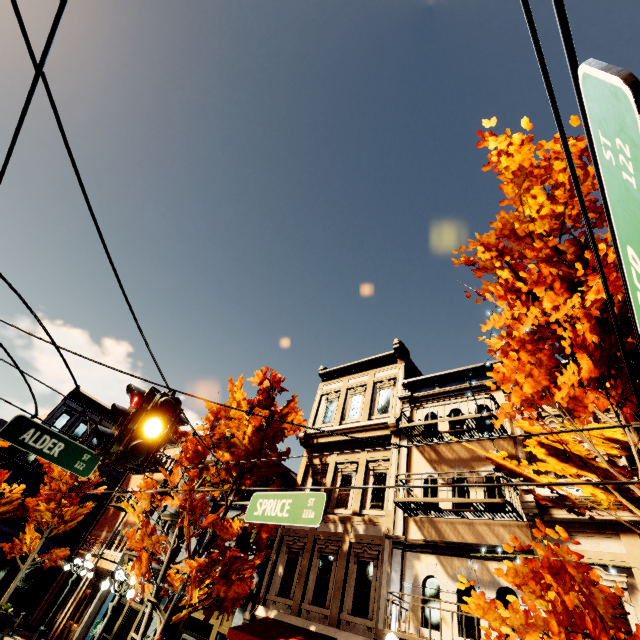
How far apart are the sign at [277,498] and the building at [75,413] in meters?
28.5 m

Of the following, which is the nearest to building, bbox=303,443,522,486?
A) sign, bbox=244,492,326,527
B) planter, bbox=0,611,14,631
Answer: planter, bbox=0,611,14,631

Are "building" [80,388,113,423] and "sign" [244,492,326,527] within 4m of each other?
no

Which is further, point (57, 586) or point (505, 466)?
point (57, 586)

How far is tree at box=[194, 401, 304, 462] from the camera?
11.7 meters

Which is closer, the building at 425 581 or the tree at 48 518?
the building at 425 581

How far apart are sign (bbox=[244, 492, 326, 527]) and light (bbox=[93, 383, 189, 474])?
2.1 meters

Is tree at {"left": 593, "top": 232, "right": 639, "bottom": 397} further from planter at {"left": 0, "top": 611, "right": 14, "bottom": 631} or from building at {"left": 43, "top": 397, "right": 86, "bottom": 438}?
building at {"left": 43, "top": 397, "right": 86, "bottom": 438}
